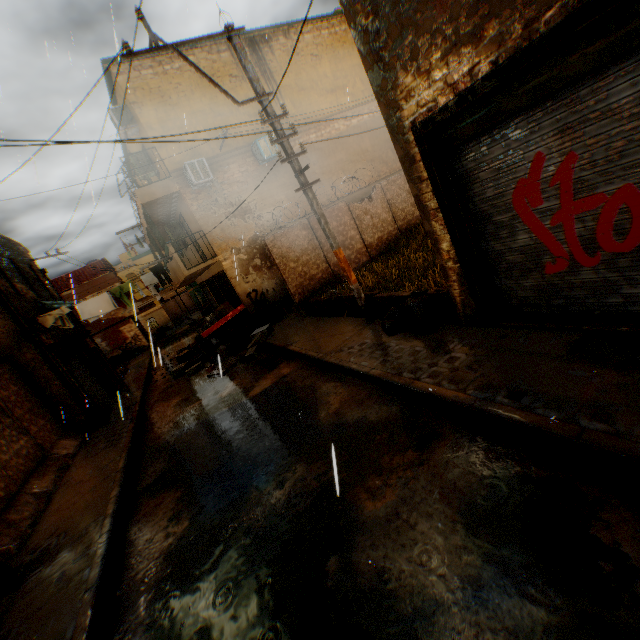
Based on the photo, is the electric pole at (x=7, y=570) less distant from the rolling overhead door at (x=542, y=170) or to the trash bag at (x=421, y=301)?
the rolling overhead door at (x=542, y=170)

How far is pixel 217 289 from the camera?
17.8m

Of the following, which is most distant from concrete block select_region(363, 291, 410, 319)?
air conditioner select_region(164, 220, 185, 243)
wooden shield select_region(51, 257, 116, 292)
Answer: wooden shield select_region(51, 257, 116, 292)

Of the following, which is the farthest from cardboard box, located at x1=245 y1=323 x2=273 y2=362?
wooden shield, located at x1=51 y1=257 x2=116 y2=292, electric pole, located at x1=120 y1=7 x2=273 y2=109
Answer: wooden shield, located at x1=51 y1=257 x2=116 y2=292

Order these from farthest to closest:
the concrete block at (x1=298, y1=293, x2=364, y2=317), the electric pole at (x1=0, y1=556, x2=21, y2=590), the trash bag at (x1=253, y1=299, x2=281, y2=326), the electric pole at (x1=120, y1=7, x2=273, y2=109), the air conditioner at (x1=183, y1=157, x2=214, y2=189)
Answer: the trash bag at (x1=253, y1=299, x2=281, y2=326), the air conditioner at (x1=183, y1=157, x2=214, y2=189), the concrete block at (x1=298, y1=293, x2=364, y2=317), the electric pole at (x1=120, y1=7, x2=273, y2=109), the electric pole at (x1=0, y1=556, x2=21, y2=590)

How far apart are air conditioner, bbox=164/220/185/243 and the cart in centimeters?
494cm

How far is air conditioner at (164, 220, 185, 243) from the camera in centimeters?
1598cm

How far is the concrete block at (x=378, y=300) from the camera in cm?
712
